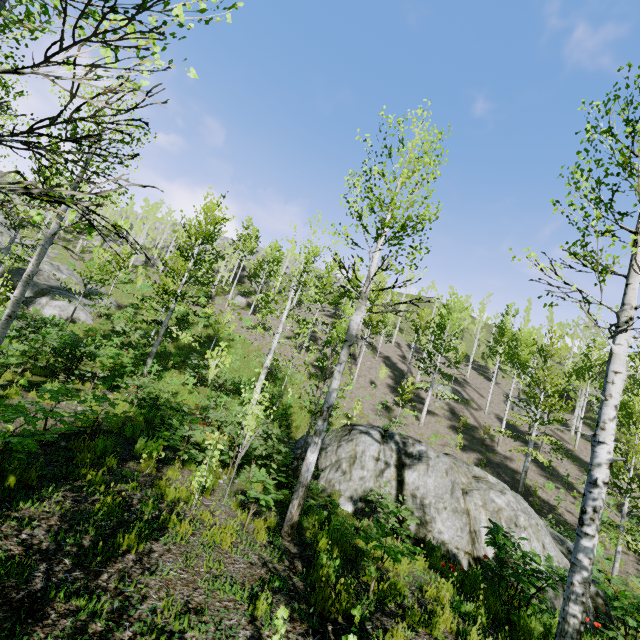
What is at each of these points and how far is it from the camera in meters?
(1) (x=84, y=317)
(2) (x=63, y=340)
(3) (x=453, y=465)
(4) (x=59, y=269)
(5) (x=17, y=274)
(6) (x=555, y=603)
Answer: (1) rock, 22.5
(2) instancedfoliageactor, 10.9
(3) rock, 11.2
(4) rock, 28.8
(5) rock, 24.4
(6) rock, 8.7

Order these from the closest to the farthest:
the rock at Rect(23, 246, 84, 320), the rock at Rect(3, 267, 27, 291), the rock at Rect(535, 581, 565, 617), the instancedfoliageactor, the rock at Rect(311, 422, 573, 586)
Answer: the instancedfoliageactor < the rock at Rect(535, 581, 565, 617) < the rock at Rect(311, 422, 573, 586) < the rock at Rect(23, 246, 84, 320) < the rock at Rect(3, 267, 27, 291)

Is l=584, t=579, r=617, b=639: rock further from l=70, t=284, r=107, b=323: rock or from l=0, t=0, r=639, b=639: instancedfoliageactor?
l=70, t=284, r=107, b=323: rock

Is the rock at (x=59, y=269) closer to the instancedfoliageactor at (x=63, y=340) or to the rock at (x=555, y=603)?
the instancedfoliageactor at (x=63, y=340)

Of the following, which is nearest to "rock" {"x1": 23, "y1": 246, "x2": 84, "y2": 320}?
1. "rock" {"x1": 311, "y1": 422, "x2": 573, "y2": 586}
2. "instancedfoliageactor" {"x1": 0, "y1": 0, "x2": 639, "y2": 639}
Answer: "instancedfoliageactor" {"x1": 0, "y1": 0, "x2": 639, "y2": 639}

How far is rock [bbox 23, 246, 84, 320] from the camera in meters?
21.7 m

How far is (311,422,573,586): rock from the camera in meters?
9.5 m
